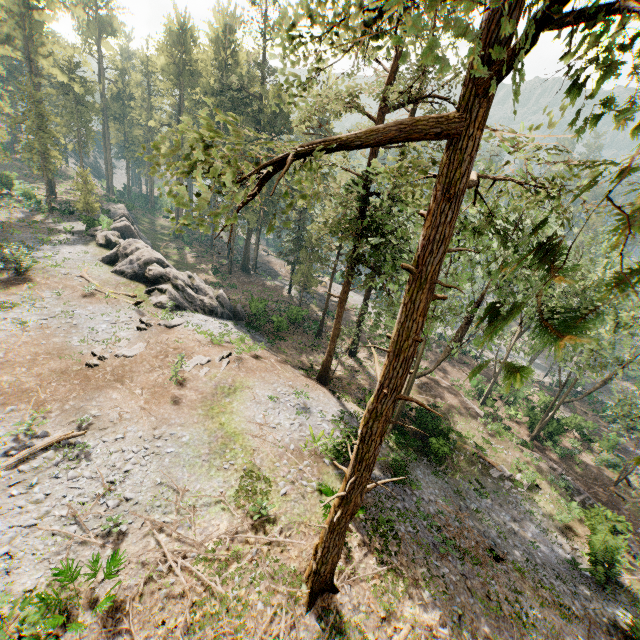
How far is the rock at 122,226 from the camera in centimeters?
2919cm

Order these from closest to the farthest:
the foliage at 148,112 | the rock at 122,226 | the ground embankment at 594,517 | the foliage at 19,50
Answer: the foliage at 148,112 → the ground embankment at 594,517 → the rock at 122,226 → the foliage at 19,50

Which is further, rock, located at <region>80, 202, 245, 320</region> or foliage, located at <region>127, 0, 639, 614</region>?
rock, located at <region>80, 202, 245, 320</region>

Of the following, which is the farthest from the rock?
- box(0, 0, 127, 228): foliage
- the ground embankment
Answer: the ground embankment

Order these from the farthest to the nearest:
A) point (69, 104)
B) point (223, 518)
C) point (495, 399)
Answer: point (69, 104)
point (495, 399)
point (223, 518)

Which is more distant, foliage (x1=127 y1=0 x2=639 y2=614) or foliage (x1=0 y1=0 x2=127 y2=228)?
foliage (x1=0 y1=0 x2=127 y2=228)

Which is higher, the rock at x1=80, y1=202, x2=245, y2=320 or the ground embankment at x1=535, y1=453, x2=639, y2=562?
the rock at x1=80, y1=202, x2=245, y2=320
